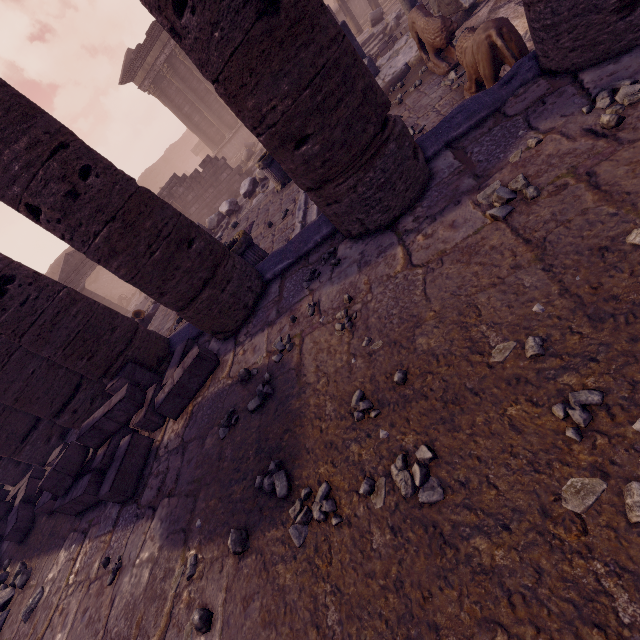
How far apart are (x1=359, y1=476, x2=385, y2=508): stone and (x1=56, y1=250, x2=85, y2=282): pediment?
19.97m

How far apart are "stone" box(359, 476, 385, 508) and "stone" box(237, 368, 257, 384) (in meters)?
1.79

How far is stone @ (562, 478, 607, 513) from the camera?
1.14m

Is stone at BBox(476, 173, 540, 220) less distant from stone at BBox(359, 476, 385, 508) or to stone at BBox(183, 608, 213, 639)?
stone at BBox(359, 476, 385, 508)

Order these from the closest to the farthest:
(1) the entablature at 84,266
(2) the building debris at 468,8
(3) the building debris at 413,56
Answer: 1. (2) the building debris at 468,8
2. (3) the building debris at 413,56
3. (1) the entablature at 84,266

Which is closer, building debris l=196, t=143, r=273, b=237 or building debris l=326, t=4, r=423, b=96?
building debris l=326, t=4, r=423, b=96

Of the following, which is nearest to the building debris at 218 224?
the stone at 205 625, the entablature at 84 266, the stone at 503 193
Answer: the entablature at 84 266

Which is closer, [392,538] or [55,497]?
[392,538]
